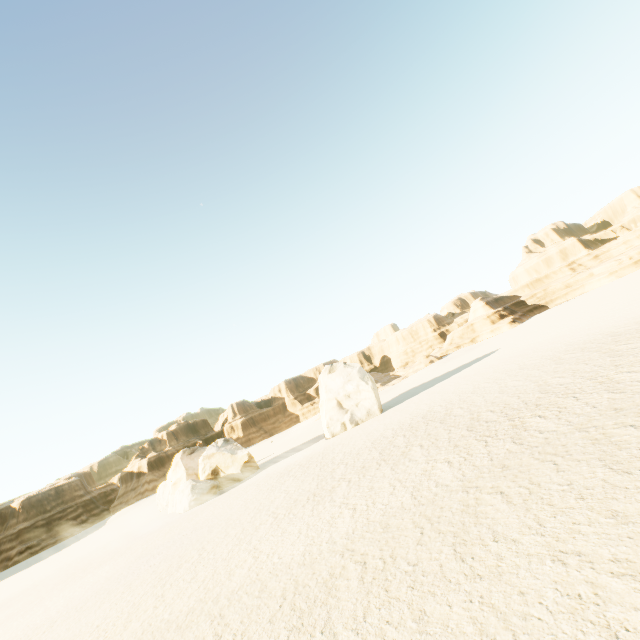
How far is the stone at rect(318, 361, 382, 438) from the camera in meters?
33.0 m

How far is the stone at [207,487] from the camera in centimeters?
3047cm

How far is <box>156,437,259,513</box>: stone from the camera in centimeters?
3047cm

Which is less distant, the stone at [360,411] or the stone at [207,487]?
the stone at [207,487]

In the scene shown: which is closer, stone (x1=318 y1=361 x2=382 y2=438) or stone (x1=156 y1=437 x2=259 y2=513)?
stone (x1=156 y1=437 x2=259 y2=513)

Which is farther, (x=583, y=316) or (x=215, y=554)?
(x=583, y=316)
